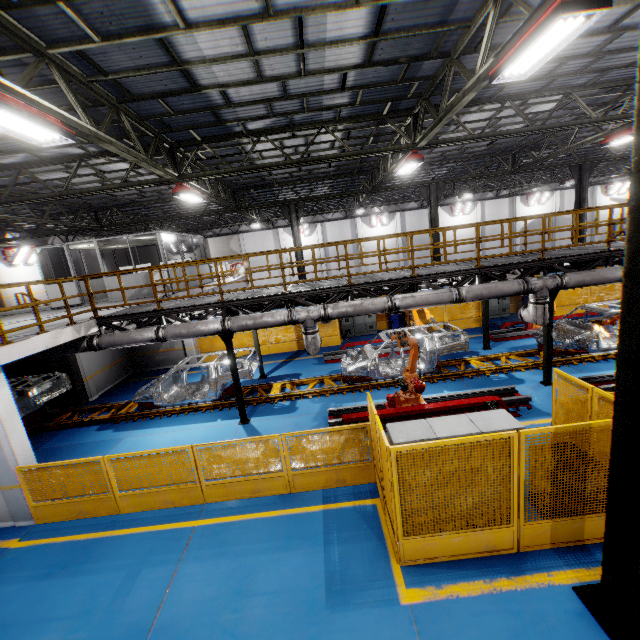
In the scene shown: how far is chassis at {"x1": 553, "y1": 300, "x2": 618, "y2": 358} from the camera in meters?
11.6 m

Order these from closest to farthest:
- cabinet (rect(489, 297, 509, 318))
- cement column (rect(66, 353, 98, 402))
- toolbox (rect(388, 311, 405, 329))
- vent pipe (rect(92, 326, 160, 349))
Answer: vent pipe (rect(92, 326, 160, 349))
cement column (rect(66, 353, 98, 402))
toolbox (rect(388, 311, 405, 329))
cabinet (rect(489, 297, 509, 318))

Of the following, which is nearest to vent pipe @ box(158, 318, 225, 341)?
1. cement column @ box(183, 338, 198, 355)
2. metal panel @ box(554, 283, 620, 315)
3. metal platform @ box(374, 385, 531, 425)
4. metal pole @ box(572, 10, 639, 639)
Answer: metal platform @ box(374, 385, 531, 425)

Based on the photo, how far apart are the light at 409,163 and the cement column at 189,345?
11.9m

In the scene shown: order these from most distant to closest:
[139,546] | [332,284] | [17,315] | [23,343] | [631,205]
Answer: [17,315]
[332,284]
[23,343]
[139,546]
[631,205]

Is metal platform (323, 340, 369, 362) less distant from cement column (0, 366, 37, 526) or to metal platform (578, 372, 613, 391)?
metal platform (578, 372, 613, 391)

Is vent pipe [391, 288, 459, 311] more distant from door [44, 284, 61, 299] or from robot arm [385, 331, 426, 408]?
door [44, 284, 61, 299]

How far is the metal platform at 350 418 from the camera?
9.09m
